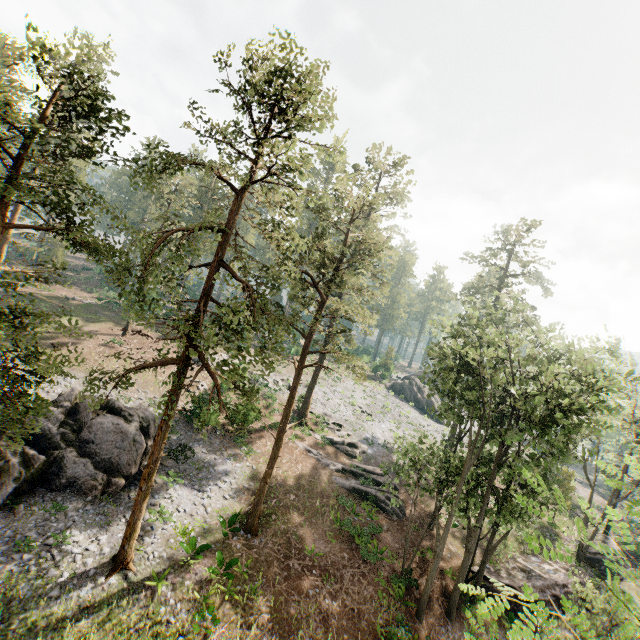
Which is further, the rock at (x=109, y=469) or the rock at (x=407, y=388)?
the rock at (x=407, y=388)

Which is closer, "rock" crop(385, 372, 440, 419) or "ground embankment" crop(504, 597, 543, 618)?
"ground embankment" crop(504, 597, 543, 618)

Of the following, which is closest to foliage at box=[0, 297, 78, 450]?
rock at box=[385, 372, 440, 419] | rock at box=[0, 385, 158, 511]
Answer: rock at box=[385, 372, 440, 419]

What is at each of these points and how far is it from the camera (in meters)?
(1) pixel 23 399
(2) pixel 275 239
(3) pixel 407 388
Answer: (1) foliage, 10.31
(2) foliage, 14.39
(3) rock, 54.34

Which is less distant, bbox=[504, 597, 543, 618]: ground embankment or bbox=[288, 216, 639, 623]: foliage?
bbox=[288, 216, 639, 623]: foliage

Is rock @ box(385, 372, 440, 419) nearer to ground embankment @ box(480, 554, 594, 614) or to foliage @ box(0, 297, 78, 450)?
foliage @ box(0, 297, 78, 450)

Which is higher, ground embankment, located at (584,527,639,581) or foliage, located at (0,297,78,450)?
foliage, located at (0,297,78,450)

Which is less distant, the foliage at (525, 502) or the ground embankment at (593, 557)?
the foliage at (525, 502)
